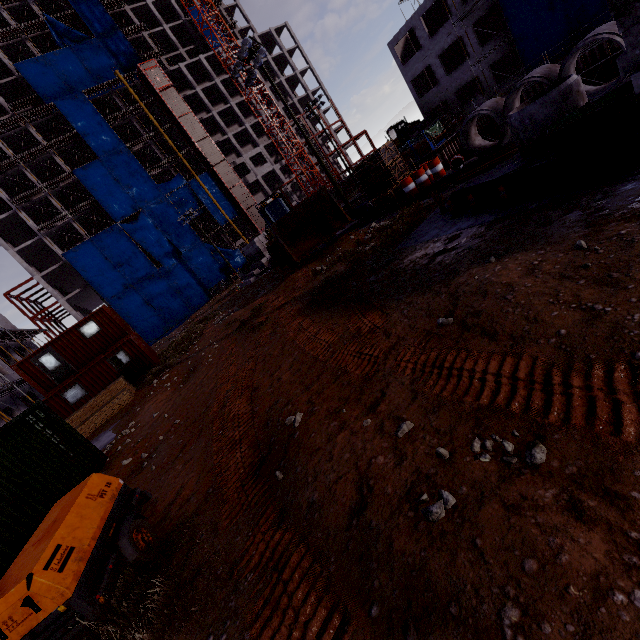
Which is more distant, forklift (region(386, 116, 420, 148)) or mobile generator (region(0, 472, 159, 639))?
forklift (region(386, 116, 420, 148))

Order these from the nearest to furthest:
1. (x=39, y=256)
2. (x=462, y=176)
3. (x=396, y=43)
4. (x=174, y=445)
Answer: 1. (x=174, y=445)
2. (x=462, y=176)
3. (x=396, y=43)
4. (x=39, y=256)

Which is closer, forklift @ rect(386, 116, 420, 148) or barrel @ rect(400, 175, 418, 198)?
barrel @ rect(400, 175, 418, 198)

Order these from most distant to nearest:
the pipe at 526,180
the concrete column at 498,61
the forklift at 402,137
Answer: the forklift at 402,137 → the concrete column at 498,61 → the pipe at 526,180

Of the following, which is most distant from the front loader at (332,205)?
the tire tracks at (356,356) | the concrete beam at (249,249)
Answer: the concrete beam at (249,249)

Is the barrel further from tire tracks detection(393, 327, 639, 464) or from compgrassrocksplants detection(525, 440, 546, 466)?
compgrassrocksplants detection(525, 440, 546, 466)

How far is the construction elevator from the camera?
47.12m

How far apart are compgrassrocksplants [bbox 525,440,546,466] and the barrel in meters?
14.8
